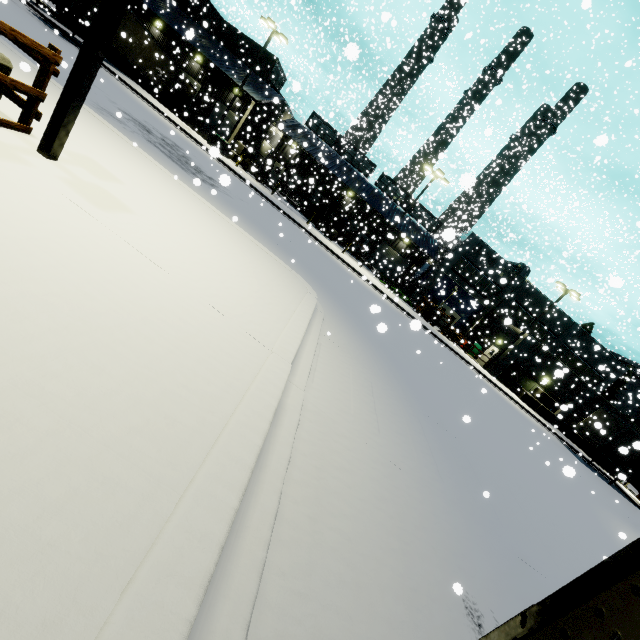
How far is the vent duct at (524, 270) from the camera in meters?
34.5

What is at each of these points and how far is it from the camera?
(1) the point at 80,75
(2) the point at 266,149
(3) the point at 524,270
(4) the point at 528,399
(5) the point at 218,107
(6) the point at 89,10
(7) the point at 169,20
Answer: (1) light, 4.2m
(2) roll-up door, 39.2m
(3) vent duct, 34.5m
(4) concrete block, 29.8m
(5) roll-up door, 34.8m
(6) semi trailer, 20.6m
(7) building, 28.5m

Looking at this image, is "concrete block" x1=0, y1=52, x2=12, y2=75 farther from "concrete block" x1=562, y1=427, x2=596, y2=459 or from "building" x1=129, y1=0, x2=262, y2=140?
"concrete block" x1=562, y1=427, x2=596, y2=459

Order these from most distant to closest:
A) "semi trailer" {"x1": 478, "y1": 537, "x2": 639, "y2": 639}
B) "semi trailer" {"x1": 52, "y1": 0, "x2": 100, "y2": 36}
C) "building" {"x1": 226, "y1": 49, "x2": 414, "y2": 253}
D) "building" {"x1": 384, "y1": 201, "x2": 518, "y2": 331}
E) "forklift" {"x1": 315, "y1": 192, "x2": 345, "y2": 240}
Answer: "building" {"x1": 384, "y1": 201, "x2": 518, "y2": 331} < "forklift" {"x1": 315, "y1": 192, "x2": 345, "y2": 240} < "building" {"x1": 226, "y1": 49, "x2": 414, "y2": 253} < "semi trailer" {"x1": 52, "y1": 0, "x2": 100, "y2": 36} < "semi trailer" {"x1": 478, "y1": 537, "x2": 639, "y2": 639}

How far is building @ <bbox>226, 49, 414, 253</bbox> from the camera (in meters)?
30.38

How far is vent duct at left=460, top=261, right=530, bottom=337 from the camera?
34.50m

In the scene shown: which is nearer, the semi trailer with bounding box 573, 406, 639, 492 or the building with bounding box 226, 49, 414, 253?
the semi trailer with bounding box 573, 406, 639, 492

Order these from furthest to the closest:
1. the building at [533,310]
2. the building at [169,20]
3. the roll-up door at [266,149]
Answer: Answer:
1. the roll-up door at [266,149]
2. the building at [533,310]
3. the building at [169,20]
